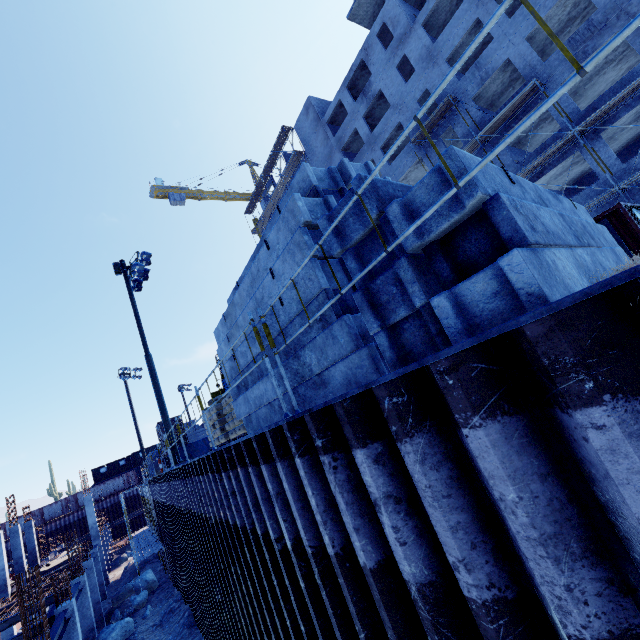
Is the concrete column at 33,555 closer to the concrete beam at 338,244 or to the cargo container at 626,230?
the concrete beam at 338,244

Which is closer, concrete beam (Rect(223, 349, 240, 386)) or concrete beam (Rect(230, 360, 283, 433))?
concrete beam (Rect(230, 360, 283, 433))

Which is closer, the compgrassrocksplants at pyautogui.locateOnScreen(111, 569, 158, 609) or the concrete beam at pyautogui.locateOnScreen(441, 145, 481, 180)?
the concrete beam at pyautogui.locateOnScreen(441, 145, 481, 180)

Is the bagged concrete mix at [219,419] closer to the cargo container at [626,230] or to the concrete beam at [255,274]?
the concrete beam at [255,274]

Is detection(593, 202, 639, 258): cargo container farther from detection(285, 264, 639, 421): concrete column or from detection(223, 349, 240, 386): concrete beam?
detection(285, 264, 639, 421): concrete column

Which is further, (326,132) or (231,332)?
(326,132)

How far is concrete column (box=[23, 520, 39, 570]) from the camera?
29.4 meters
